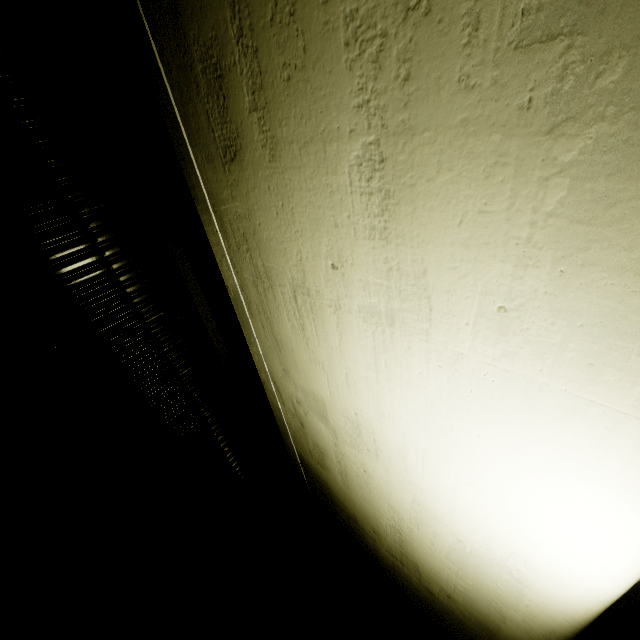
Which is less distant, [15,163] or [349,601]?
[15,163]
